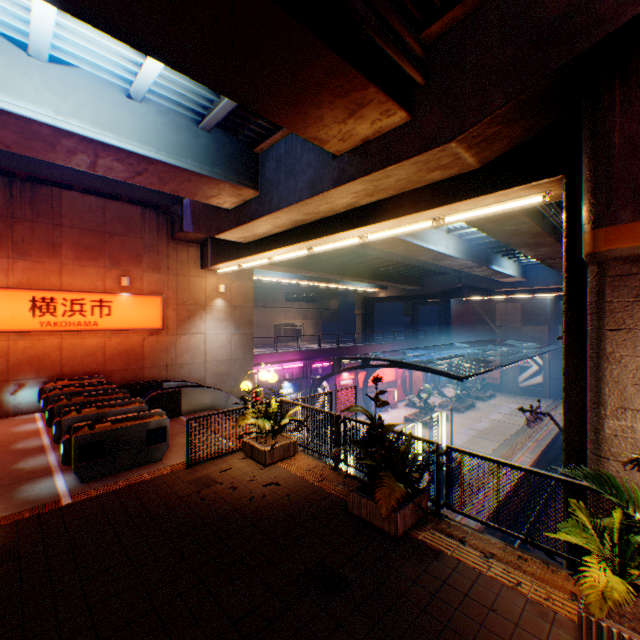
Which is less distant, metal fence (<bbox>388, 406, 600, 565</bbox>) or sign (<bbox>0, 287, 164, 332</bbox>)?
metal fence (<bbox>388, 406, 600, 565</bbox>)

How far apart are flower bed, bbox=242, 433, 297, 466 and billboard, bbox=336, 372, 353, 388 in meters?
21.4 m

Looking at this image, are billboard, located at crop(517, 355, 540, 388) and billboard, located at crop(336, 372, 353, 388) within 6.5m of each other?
no

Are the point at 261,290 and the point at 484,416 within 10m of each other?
no

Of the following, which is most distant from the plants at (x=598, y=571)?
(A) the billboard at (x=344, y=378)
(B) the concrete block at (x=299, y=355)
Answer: (A) the billboard at (x=344, y=378)

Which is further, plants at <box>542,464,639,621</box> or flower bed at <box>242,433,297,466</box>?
flower bed at <box>242,433,297,466</box>

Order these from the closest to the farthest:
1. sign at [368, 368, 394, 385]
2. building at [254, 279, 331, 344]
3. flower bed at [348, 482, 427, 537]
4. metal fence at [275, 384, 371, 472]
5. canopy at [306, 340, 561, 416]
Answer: flower bed at [348, 482, 427, 537], metal fence at [275, 384, 371, 472], canopy at [306, 340, 561, 416], sign at [368, 368, 394, 385], building at [254, 279, 331, 344]

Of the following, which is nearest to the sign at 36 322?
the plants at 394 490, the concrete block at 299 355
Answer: the concrete block at 299 355
